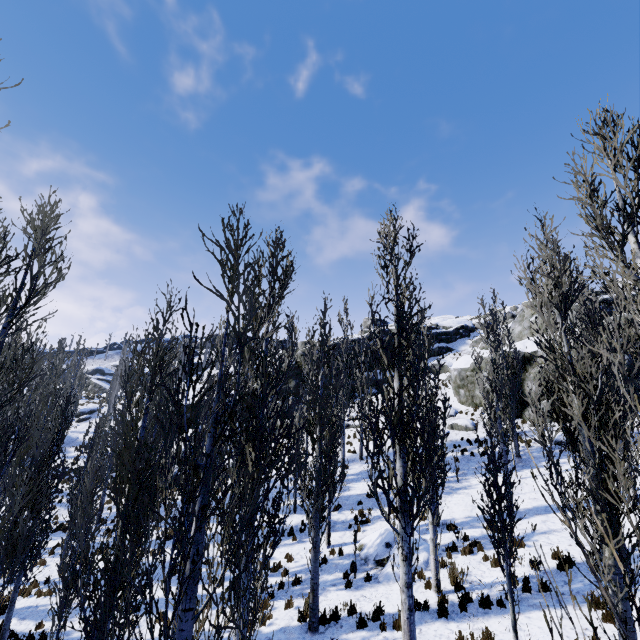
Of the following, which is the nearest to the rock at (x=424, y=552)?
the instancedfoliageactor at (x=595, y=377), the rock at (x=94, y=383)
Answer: the instancedfoliageactor at (x=595, y=377)

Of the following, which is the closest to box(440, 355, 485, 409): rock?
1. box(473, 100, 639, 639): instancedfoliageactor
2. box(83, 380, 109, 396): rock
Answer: box(473, 100, 639, 639): instancedfoliageactor

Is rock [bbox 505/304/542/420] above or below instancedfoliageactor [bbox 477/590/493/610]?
above

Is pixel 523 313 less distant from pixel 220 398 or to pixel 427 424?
pixel 427 424

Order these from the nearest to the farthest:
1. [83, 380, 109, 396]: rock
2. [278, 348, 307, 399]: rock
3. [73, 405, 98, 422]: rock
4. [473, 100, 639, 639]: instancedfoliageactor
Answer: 1. [473, 100, 639, 639]: instancedfoliageactor
2. [278, 348, 307, 399]: rock
3. [73, 405, 98, 422]: rock
4. [83, 380, 109, 396]: rock

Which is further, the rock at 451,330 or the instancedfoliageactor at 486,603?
the rock at 451,330

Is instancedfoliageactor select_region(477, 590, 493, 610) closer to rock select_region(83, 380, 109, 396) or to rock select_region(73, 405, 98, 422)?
rock select_region(73, 405, 98, 422)

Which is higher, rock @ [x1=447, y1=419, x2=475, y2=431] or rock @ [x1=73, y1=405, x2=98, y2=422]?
rock @ [x1=447, y1=419, x2=475, y2=431]
